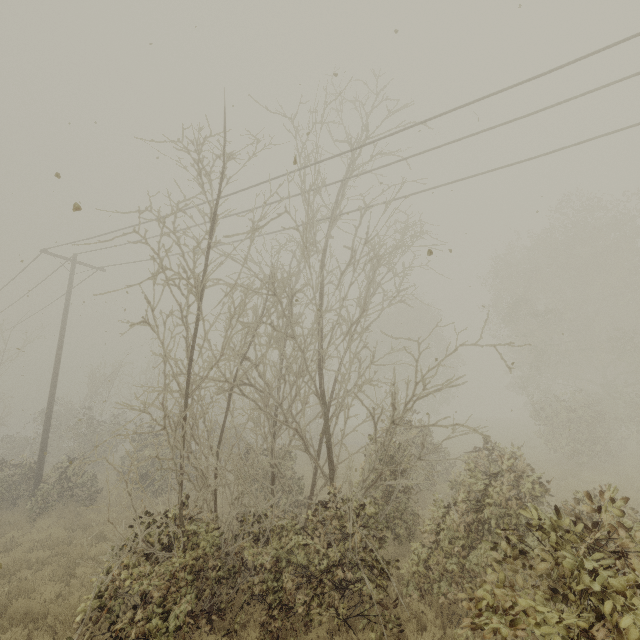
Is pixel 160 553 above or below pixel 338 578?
above
